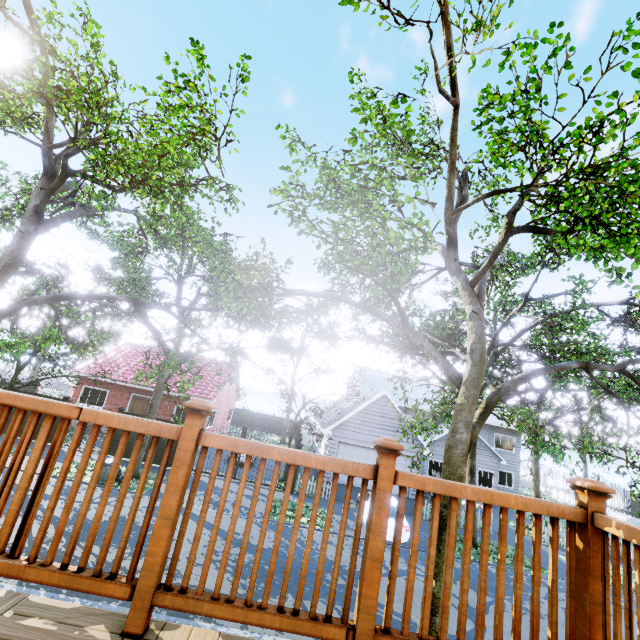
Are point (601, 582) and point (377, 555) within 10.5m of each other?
yes

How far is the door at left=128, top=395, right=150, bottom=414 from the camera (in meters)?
23.73

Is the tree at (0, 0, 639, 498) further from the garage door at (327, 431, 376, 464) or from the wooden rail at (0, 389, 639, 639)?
the wooden rail at (0, 389, 639, 639)

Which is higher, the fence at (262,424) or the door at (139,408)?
the door at (139,408)

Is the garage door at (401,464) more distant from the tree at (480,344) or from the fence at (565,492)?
the fence at (565,492)

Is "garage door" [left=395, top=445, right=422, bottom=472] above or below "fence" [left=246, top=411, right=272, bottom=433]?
above

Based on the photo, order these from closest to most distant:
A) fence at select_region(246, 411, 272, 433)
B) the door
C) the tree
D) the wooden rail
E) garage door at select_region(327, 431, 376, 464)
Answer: the wooden rail
the tree
garage door at select_region(327, 431, 376, 464)
the door
fence at select_region(246, 411, 272, 433)

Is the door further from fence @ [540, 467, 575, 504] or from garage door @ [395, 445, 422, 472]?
fence @ [540, 467, 575, 504]
